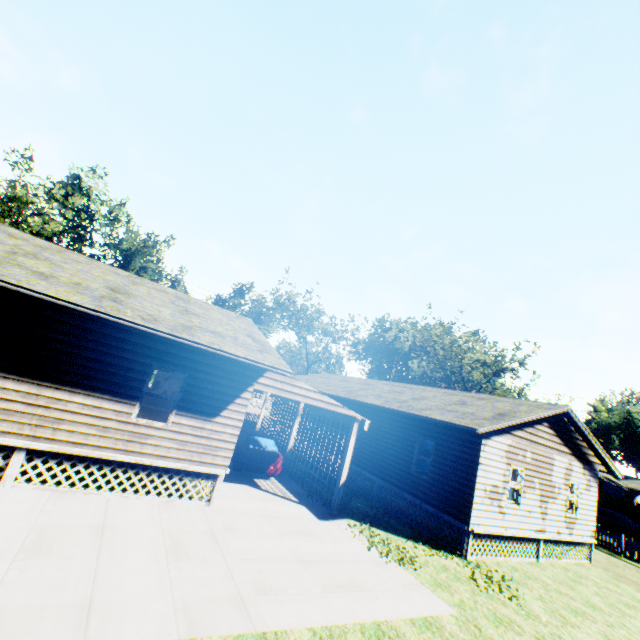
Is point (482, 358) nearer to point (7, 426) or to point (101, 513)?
point (101, 513)

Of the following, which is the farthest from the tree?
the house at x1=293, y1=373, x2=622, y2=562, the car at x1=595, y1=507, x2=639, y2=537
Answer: the car at x1=595, y1=507, x2=639, y2=537

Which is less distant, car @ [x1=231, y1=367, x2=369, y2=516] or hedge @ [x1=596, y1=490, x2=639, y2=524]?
car @ [x1=231, y1=367, x2=369, y2=516]

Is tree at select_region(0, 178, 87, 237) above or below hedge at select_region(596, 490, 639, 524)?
above

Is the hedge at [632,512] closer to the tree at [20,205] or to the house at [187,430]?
the house at [187,430]

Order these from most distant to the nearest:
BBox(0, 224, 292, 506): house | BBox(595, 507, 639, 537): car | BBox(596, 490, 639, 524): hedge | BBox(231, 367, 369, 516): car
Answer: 1. BBox(596, 490, 639, 524): hedge
2. BBox(595, 507, 639, 537): car
3. BBox(231, 367, 369, 516): car
4. BBox(0, 224, 292, 506): house

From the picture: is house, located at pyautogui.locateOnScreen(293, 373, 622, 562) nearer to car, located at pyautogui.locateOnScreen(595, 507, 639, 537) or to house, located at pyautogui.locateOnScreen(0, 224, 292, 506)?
house, located at pyautogui.locateOnScreen(0, 224, 292, 506)

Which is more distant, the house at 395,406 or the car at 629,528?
the car at 629,528
